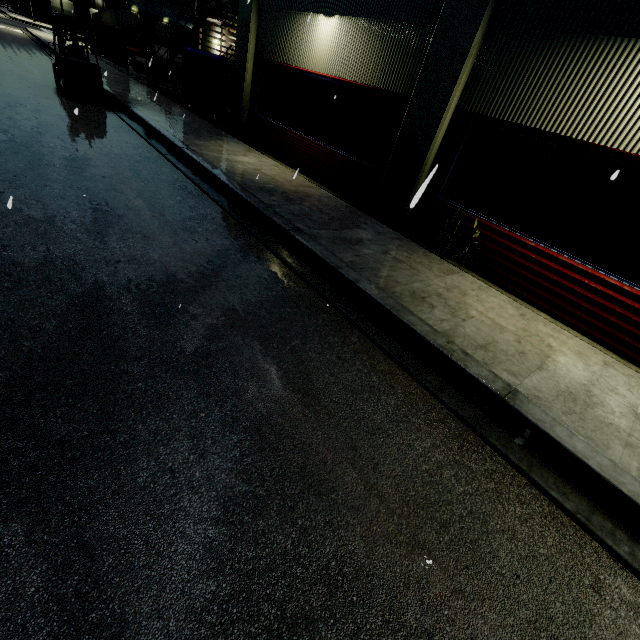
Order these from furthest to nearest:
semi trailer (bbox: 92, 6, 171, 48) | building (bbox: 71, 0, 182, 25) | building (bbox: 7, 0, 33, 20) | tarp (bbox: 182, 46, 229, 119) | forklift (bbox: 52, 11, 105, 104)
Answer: building (bbox: 71, 0, 182, 25) < building (bbox: 7, 0, 33, 20) < semi trailer (bbox: 92, 6, 171, 48) < tarp (bbox: 182, 46, 229, 119) < forklift (bbox: 52, 11, 105, 104)

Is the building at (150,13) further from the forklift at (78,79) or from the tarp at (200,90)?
the forklift at (78,79)

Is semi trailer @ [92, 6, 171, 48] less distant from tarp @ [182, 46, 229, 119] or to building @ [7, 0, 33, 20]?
building @ [7, 0, 33, 20]

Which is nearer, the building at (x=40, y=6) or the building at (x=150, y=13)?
the building at (x=40, y=6)

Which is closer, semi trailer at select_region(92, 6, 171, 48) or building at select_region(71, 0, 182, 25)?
semi trailer at select_region(92, 6, 171, 48)

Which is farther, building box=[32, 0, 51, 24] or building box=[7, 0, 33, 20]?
building box=[32, 0, 51, 24]

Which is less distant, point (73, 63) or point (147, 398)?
point (147, 398)

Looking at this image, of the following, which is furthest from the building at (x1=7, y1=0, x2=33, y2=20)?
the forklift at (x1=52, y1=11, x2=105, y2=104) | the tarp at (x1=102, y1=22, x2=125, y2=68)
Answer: the forklift at (x1=52, y1=11, x2=105, y2=104)
